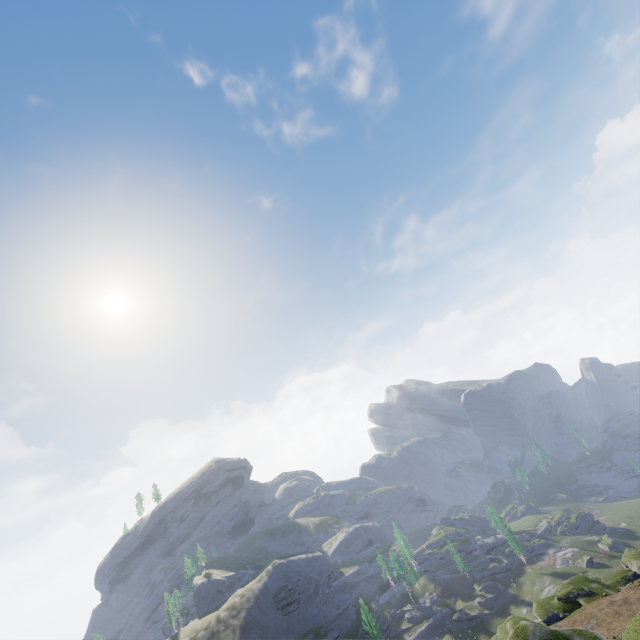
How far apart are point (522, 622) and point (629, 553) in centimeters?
3385cm
